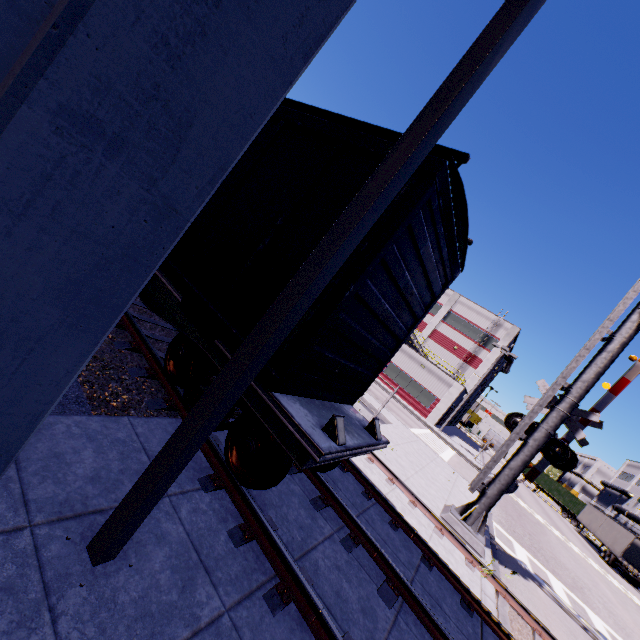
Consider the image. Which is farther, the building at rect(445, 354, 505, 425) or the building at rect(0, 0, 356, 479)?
the building at rect(445, 354, 505, 425)

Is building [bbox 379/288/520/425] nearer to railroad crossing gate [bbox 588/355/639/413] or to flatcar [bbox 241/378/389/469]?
flatcar [bbox 241/378/389/469]

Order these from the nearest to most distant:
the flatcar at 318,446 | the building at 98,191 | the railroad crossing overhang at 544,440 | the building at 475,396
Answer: the building at 98,191
the flatcar at 318,446
the railroad crossing overhang at 544,440
the building at 475,396

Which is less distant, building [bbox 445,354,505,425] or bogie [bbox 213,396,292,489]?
bogie [bbox 213,396,292,489]

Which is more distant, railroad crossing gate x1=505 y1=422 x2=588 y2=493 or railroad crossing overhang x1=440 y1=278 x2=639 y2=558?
railroad crossing gate x1=505 y1=422 x2=588 y2=493

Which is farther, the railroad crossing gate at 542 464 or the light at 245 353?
the railroad crossing gate at 542 464

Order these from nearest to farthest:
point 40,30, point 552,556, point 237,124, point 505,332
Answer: point 40,30
point 237,124
point 552,556
point 505,332

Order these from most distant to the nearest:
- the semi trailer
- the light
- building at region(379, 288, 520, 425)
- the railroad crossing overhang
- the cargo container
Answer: the cargo container < building at region(379, 288, 520, 425) < the semi trailer < the railroad crossing overhang < the light
